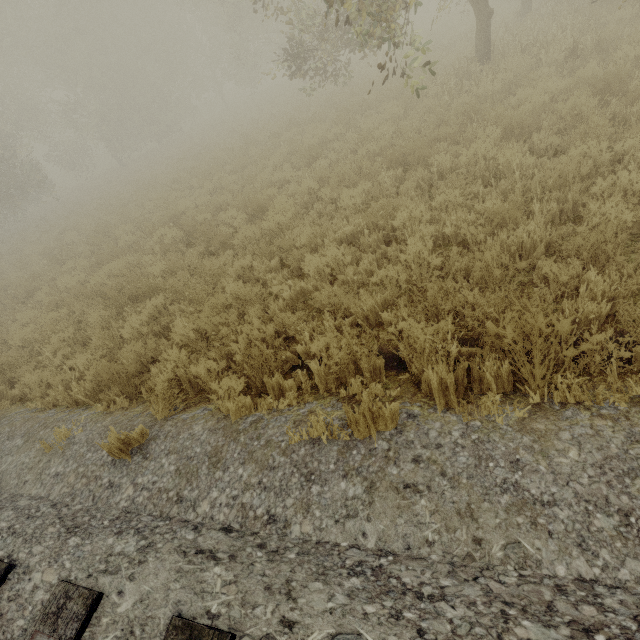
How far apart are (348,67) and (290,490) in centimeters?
2527cm

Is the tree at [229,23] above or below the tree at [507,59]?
above

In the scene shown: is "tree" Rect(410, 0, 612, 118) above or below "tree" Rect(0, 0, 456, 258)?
below

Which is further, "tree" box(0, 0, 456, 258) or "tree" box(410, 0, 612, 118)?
"tree" box(0, 0, 456, 258)

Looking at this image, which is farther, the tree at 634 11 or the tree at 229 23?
the tree at 229 23
